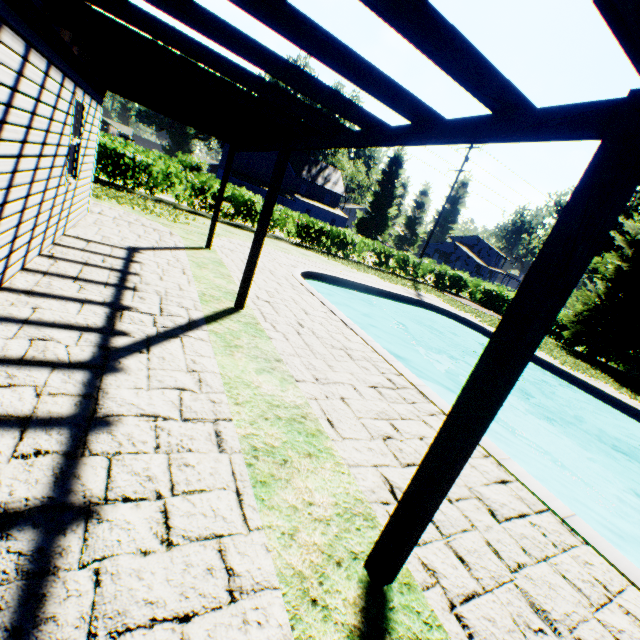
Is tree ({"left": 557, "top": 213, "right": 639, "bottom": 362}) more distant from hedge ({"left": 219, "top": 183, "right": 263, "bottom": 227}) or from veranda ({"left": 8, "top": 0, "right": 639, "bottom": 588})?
veranda ({"left": 8, "top": 0, "right": 639, "bottom": 588})

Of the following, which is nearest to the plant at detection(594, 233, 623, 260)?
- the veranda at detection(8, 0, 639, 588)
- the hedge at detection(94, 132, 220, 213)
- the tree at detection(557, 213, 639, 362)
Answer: the tree at detection(557, 213, 639, 362)

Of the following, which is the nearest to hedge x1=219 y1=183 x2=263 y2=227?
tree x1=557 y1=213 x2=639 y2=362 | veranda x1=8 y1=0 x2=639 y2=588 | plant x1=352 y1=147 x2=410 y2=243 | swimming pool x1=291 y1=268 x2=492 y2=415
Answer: tree x1=557 y1=213 x2=639 y2=362

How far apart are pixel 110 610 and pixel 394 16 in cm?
318

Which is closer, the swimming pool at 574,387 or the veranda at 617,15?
the veranda at 617,15

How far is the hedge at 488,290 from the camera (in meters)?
20.16

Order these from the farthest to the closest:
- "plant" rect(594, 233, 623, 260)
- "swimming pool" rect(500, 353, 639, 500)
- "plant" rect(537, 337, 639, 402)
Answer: "plant" rect(594, 233, 623, 260), "plant" rect(537, 337, 639, 402), "swimming pool" rect(500, 353, 639, 500)

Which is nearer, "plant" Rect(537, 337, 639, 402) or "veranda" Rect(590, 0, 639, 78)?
"veranda" Rect(590, 0, 639, 78)
